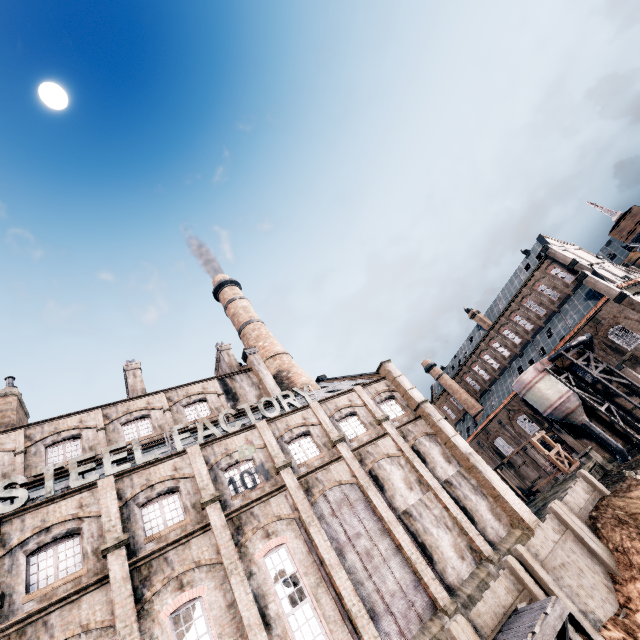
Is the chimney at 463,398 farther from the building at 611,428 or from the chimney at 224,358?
the chimney at 224,358

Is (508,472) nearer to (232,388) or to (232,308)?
(232,388)

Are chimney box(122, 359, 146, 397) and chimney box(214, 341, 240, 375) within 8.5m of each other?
yes

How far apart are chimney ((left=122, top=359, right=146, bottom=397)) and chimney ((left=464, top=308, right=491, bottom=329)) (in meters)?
52.68

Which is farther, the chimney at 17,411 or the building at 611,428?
the building at 611,428

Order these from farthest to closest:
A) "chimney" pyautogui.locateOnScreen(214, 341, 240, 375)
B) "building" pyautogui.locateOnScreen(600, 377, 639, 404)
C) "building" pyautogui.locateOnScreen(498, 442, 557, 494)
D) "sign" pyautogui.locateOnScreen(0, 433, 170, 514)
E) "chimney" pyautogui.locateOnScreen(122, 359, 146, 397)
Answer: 1. "building" pyautogui.locateOnScreen(498, 442, 557, 494)
2. "building" pyautogui.locateOnScreen(600, 377, 639, 404)
3. "chimney" pyautogui.locateOnScreen(214, 341, 240, 375)
4. "chimney" pyautogui.locateOnScreen(122, 359, 146, 397)
5. "sign" pyautogui.locateOnScreen(0, 433, 170, 514)

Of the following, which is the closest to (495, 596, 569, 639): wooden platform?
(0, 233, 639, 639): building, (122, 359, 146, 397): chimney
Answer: (0, 233, 639, 639): building

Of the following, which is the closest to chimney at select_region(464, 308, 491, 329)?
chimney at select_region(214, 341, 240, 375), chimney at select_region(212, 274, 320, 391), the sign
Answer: chimney at select_region(212, 274, 320, 391)
